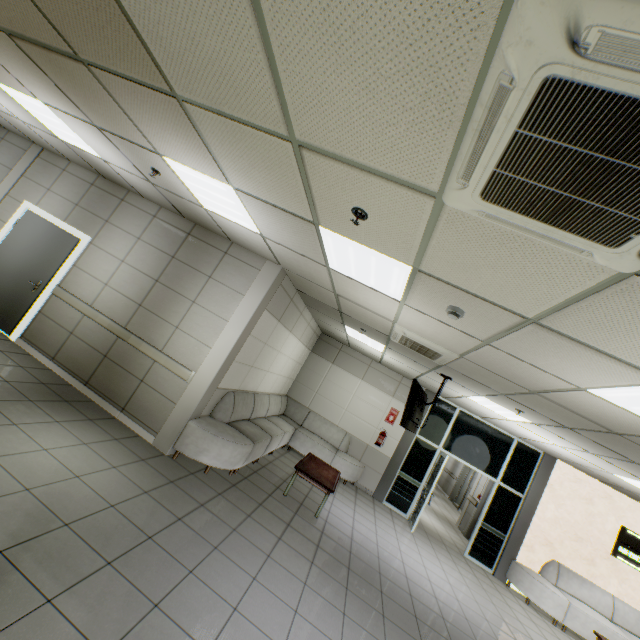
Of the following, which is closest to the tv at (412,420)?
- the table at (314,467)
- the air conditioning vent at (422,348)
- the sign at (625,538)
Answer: the air conditioning vent at (422,348)

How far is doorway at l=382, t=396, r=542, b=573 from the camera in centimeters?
809cm

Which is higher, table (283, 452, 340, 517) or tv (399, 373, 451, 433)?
tv (399, 373, 451, 433)

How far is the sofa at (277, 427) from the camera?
4.7m

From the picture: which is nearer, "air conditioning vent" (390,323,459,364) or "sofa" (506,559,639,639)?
"air conditioning vent" (390,323,459,364)

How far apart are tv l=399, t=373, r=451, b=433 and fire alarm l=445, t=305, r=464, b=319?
2.81m

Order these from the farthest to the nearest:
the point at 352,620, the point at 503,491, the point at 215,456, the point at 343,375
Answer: the point at 343,375, the point at 503,491, the point at 215,456, the point at 352,620

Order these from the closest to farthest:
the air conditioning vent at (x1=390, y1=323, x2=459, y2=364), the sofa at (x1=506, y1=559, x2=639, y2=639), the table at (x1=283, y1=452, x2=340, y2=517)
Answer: the air conditioning vent at (x1=390, y1=323, x2=459, y2=364), the table at (x1=283, y1=452, x2=340, y2=517), the sofa at (x1=506, y1=559, x2=639, y2=639)
